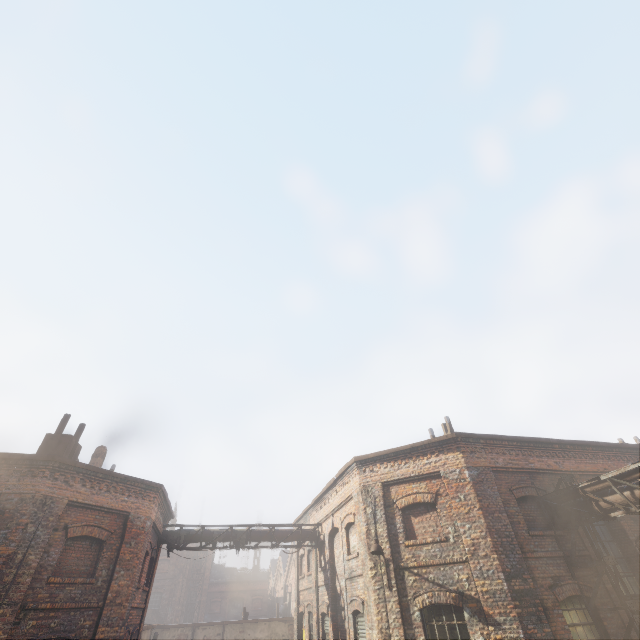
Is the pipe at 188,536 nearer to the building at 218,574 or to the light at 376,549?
the light at 376,549

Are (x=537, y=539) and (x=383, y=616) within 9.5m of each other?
yes

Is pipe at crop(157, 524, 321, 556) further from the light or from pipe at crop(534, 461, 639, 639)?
pipe at crop(534, 461, 639, 639)

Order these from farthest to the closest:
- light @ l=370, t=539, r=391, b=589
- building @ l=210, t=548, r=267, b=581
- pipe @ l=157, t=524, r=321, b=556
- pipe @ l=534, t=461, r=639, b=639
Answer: building @ l=210, t=548, r=267, b=581
pipe @ l=157, t=524, r=321, b=556
light @ l=370, t=539, r=391, b=589
pipe @ l=534, t=461, r=639, b=639

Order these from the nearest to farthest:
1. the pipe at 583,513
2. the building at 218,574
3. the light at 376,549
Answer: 1. the pipe at 583,513
2. the light at 376,549
3. the building at 218,574

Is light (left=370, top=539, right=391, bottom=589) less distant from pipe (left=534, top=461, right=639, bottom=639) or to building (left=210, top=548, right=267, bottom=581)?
pipe (left=534, top=461, right=639, bottom=639)

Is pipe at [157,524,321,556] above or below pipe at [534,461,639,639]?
above

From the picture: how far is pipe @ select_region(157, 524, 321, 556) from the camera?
15.4 meters
